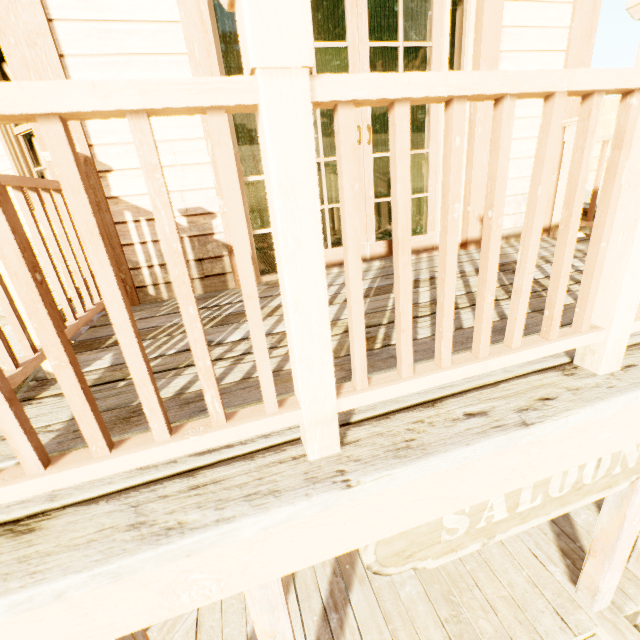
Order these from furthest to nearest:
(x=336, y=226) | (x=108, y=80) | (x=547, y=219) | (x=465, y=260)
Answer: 1. (x=336, y=226)
2. (x=547, y=219)
3. (x=465, y=260)
4. (x=108, y=80)

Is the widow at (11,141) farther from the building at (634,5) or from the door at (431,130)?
the door at (431,130)

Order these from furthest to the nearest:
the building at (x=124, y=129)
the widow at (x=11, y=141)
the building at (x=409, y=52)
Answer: the building at (x=409, y=52), the widow at (x=11, y=141), the building at (x=124, y=129)

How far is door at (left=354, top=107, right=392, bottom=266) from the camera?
2.52m

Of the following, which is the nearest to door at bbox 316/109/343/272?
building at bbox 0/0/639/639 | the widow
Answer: building at bbox 0/0/639/639

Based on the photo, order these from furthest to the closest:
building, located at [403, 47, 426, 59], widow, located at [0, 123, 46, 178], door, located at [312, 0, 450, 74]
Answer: building, located at [403, 47, 426, 59] → widow, located at [0, 123, 46, 178] → door, located at [312, 0, 450, 74]
